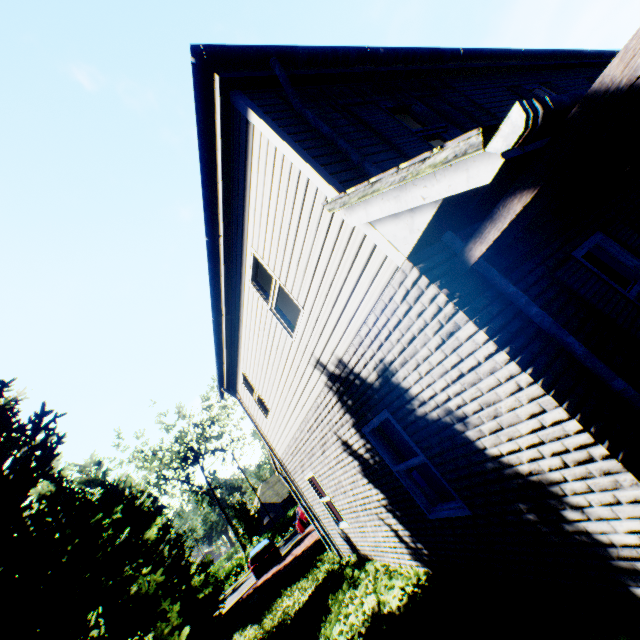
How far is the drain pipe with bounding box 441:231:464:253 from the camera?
3.2 meters

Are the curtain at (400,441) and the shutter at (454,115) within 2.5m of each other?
no

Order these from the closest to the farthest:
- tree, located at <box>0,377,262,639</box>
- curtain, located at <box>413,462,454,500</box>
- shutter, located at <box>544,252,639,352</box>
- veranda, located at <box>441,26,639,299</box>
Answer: veranda, located at <box>441,26,639,299</box>, shutter, located at <box>544,252,639,352</box>, curtain, located at <box>413,462,454,500</box>, tree, located at <box>0,377,262,639</box>

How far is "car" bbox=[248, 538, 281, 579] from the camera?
19.5m

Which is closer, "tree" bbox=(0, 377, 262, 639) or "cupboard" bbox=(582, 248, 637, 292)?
"cupboard" bbox=(582, 248, 637, 292)

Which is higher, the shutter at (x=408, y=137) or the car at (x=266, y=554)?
the shutter at (x=408, y=137)

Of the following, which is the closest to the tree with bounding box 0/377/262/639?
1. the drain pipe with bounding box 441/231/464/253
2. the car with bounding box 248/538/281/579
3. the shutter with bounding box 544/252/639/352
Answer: the car with bounding box 248/538/281/579

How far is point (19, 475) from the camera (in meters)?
7.65
